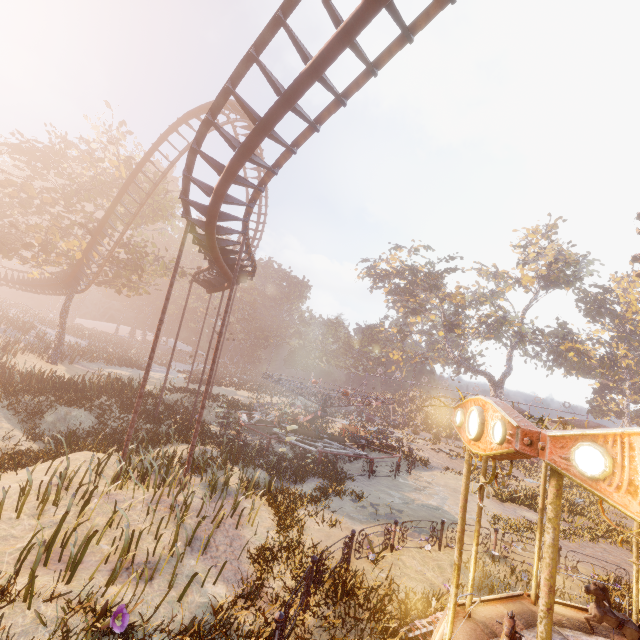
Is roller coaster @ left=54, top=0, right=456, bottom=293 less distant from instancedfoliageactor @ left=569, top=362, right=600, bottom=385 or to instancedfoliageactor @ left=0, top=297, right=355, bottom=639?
instancedfoliageactor @ left=0, top=297, right=355, bottom=639

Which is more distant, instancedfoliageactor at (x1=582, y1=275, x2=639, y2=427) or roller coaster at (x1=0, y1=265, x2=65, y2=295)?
instancedfoliageactor at (x1=582, y1=275, x2=639, y2=427)

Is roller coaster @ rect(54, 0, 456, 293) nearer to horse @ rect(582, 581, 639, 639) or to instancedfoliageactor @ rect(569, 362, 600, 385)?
horse @ rect(582, 581, 639, 639)

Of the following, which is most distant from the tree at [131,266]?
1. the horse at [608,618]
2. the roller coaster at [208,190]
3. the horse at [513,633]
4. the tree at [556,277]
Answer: the tree at [556,277]

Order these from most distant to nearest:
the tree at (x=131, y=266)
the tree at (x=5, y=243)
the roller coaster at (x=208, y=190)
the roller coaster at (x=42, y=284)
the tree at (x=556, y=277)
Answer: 1. the tree at (x=556, y=277)
2. the roller coaster at (x=42, y=284)
3. the tree at (x=131, y=266)
4. the tree at (x=5, y=243)
5. the roller coaster at (x=208, y=190)

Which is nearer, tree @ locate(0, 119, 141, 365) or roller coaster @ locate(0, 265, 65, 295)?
tree @ locate(0, 119, 141, 365)

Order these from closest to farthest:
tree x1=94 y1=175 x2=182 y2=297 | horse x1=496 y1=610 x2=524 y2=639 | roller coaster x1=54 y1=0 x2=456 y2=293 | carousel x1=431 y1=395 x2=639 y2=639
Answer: carousel x1=431 y1=395 x2=639 y2=639 → horse x1=496 y1=610 x2=524 y2=639 → roller coaster x1=54 y1=0 x2=456 y2=293 → tree x1=94 y1=175 x2=182 y2=297

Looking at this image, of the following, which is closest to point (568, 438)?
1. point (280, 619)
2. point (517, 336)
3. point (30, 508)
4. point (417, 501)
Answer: point (280, 619)
